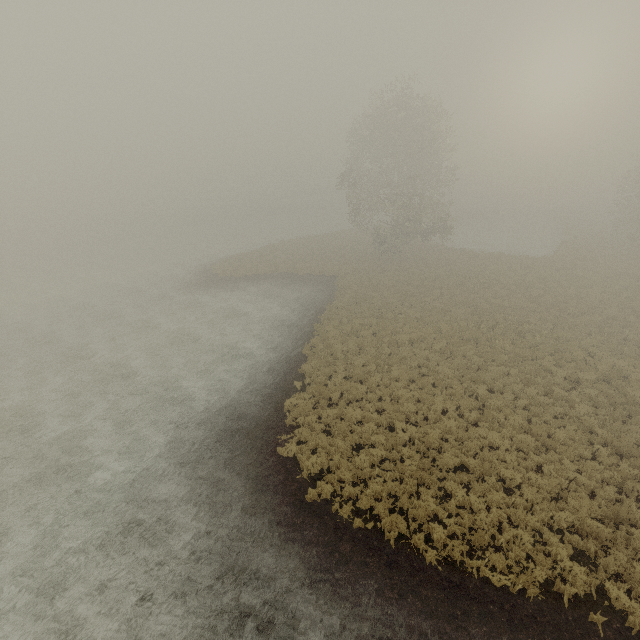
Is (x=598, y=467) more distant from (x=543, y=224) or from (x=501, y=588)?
(x=543, y=224)
